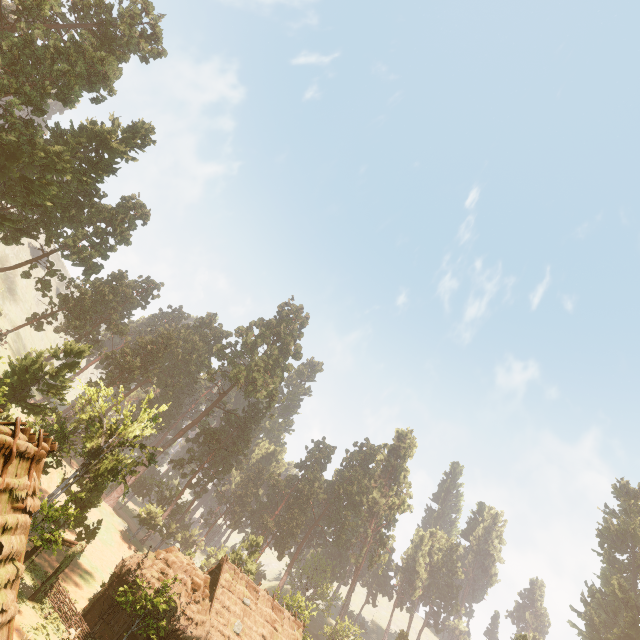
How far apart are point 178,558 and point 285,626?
15.8m

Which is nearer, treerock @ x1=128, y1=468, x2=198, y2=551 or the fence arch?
the fence arch

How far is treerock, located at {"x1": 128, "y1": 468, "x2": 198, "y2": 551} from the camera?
48.7 meters

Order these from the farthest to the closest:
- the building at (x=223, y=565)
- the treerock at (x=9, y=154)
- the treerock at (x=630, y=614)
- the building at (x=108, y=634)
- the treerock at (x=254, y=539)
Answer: the treerock at (x=630, y=614), the treerock at (x=254, y=539), the treerock at (x=9, y=154), the building at (x=223, y=565), the building at (x=108, y=634)

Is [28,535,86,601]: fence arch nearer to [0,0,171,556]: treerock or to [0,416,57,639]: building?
[0,416,57,639]: building

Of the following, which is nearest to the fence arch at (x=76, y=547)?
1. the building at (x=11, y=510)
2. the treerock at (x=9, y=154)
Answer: the building at (x=11, y=510)

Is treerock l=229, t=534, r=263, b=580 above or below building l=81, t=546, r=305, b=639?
above
